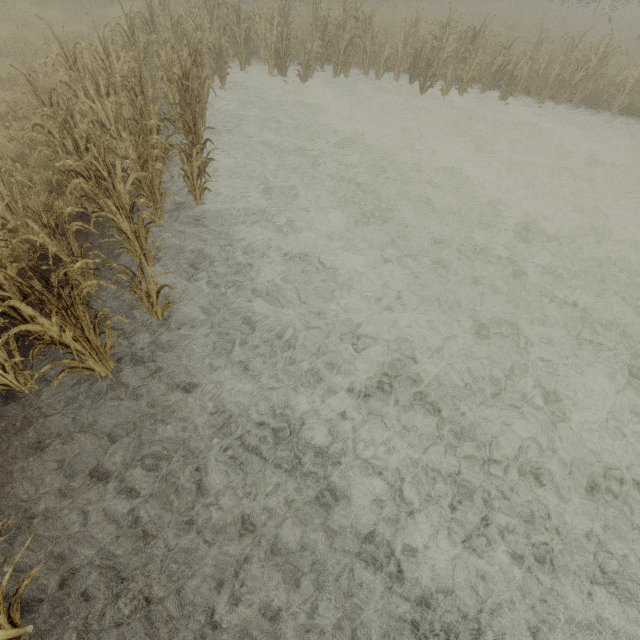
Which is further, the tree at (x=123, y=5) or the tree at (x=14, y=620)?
the tree at (x=123, y=5)

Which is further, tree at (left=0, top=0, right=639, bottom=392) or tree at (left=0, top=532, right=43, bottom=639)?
tree at (left=0, top=0, right=639, bottom=392)

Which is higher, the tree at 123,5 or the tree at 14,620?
the tree at 123,5

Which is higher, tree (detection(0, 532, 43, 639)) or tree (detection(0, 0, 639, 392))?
tree (detection(0, 0, 639, 392))

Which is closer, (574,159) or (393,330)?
(393,330)
